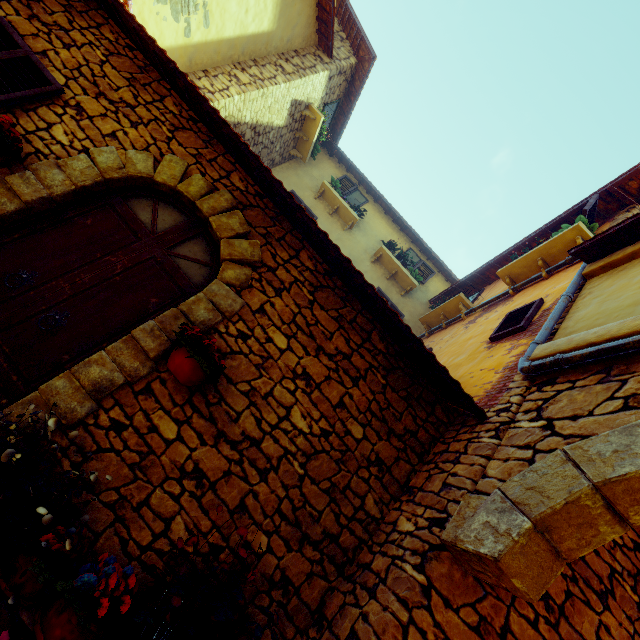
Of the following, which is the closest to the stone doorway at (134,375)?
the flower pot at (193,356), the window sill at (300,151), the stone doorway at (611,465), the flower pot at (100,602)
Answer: the flower pot at (193,356)

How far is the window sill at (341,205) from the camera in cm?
913

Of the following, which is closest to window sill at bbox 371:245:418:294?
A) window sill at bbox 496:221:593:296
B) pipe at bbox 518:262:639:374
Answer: pipe at bbox 518:262:639:374

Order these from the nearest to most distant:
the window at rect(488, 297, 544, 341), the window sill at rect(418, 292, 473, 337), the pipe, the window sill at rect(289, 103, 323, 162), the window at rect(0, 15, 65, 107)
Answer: the pipe, the window at rect(0, 15, 65, 107), the window at rect(488, 297, 544, 341), the window sill at rect(418, 292, 473, 337), the window sill at rect(289, 103, 323, 162)

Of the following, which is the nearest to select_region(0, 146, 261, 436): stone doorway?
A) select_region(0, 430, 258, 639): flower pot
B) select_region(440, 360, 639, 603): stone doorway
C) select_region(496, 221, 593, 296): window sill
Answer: select_region(0, 430, 258, 639): flower pot

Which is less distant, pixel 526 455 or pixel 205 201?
pixel 526 455

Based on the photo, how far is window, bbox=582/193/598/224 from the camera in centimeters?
512cm

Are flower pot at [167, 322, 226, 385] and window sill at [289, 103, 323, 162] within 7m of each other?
no
